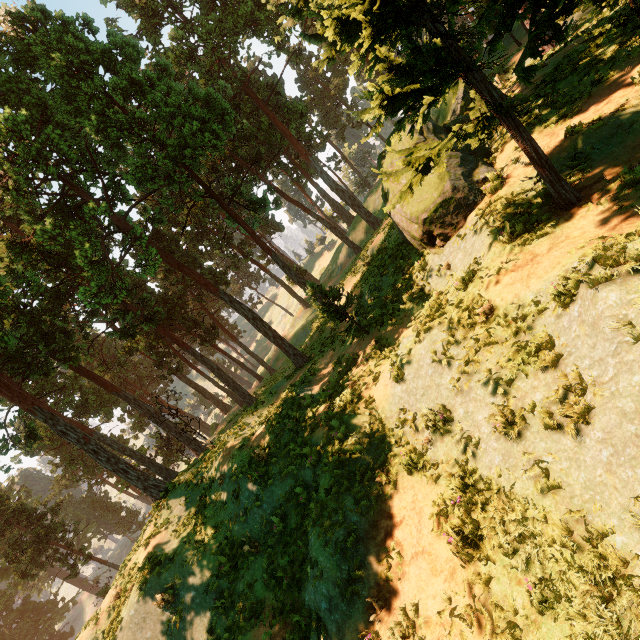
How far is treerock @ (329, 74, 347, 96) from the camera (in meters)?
58.62

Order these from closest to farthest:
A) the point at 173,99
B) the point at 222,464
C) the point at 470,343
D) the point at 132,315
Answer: the point at 470,343
the point at 222,464
the point at 173,99
the point at 132,315

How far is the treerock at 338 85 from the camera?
58.62m

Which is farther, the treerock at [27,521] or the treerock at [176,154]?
the treerock at [27,521]

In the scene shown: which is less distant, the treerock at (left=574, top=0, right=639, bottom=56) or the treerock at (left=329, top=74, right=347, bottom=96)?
the treerock at (left=574, top=0, right=639, bottom=56)
